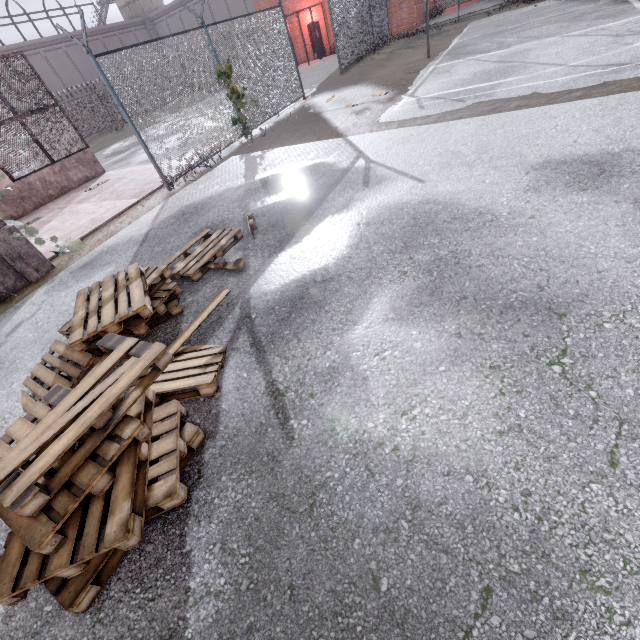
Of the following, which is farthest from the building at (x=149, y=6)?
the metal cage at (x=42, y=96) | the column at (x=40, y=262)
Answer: the column at (x=40, y=262)

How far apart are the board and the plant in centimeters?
741cm

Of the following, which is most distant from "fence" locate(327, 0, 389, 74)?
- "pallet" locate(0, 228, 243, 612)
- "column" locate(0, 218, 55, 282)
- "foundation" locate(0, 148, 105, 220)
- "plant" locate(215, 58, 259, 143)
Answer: "foundation" locate(0, 148, 105, 220)

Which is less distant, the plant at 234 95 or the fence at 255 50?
the fence at 255 50

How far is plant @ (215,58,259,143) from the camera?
9.28m

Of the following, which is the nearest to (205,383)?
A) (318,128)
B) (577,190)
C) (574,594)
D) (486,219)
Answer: (574,594)

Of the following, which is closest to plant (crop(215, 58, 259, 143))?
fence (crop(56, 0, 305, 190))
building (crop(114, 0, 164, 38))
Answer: fence (crop(56, 0, 305, 190))

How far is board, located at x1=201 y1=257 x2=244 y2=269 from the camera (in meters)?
4.33
